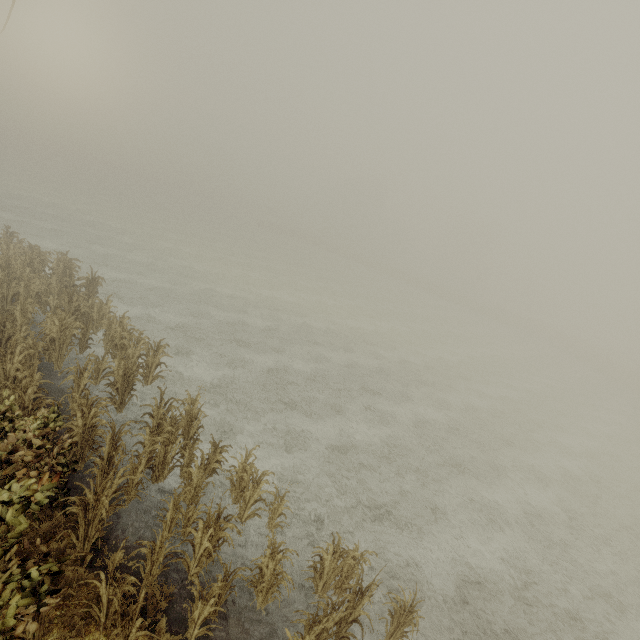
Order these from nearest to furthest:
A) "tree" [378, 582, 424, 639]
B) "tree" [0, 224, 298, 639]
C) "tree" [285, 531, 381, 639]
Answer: "tree" [0, 224, 298, 639] < "tree" [285, 531, 381, 639] < "tree" [378, 582, 424, 639]

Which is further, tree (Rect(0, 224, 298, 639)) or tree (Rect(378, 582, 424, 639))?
tree (Rect(378, 582, 424, 639))

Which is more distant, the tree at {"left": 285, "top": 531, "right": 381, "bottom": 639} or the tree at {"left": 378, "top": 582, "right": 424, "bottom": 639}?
the tree at {"left": 378, "top": 582, "right": 424, "bottom": 639}

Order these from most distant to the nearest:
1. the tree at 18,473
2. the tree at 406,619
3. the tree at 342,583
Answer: the tree at 406,619 < the tree at 342,583 < the tree at 18,473

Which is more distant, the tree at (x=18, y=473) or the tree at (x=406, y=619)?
the tree at (x=406, y=619)

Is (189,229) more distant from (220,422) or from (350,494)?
(350,494)
